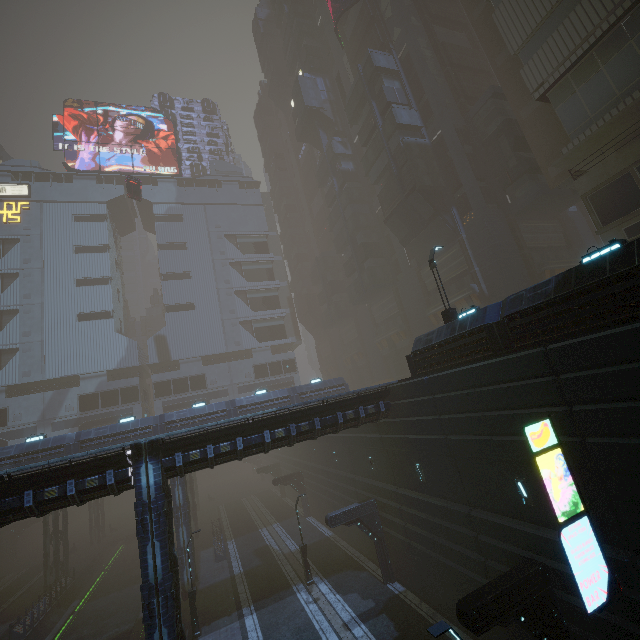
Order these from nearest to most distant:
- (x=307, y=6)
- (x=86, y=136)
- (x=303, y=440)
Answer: (x=303, y=440)
(x=307, y=6)
(x=86, y=136)

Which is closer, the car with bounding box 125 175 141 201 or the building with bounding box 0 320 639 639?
the building with bounding box 0 320 639 639

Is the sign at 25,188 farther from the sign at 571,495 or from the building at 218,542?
the sign at 571,495

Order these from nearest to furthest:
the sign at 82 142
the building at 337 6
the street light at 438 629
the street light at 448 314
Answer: the street light at 438 629, the street light at 448 314, the building at 337 6, the sign at 82 142

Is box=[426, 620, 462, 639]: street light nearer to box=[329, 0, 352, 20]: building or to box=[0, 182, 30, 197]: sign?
box=[329, 0, 352, 20]: building

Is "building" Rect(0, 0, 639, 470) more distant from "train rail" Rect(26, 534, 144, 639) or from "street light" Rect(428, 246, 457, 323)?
"street light" Rect(428, 246, 457, 323)

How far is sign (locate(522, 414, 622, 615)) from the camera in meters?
8.6 m

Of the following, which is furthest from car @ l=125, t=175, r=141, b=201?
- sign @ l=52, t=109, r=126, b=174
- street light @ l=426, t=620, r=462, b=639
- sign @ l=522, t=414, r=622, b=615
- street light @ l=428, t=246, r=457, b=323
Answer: street light @ l=426, t=620, r=462, b=639
